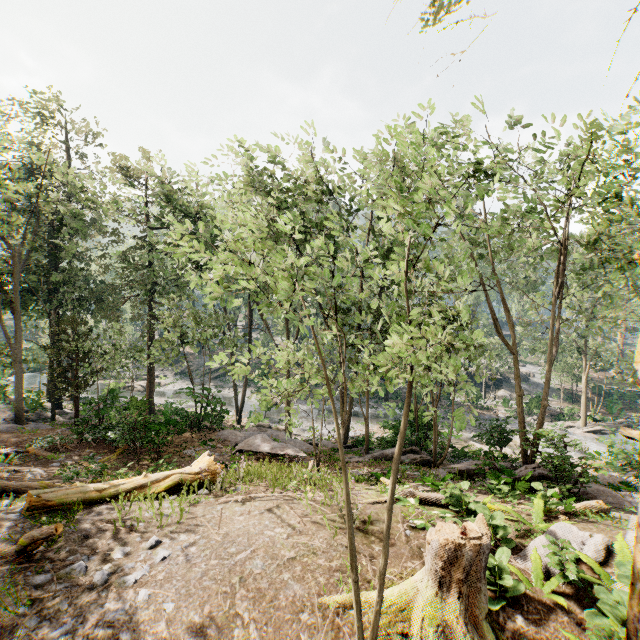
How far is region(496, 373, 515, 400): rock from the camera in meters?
42.7 m

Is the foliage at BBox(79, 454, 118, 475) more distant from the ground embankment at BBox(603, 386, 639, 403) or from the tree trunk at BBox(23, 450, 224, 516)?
the tree trunk at BBox(23, 450, 224, 516)

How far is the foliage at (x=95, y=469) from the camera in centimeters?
1027cm

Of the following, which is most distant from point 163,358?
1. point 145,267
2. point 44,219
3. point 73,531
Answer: point 44,219

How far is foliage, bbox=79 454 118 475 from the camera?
10.27m

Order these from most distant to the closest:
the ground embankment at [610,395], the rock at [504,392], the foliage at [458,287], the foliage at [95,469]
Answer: the rock at [504,392]
the ground embankment at [610,395]
the foliage at [95,469]
the foliage at [458,287]

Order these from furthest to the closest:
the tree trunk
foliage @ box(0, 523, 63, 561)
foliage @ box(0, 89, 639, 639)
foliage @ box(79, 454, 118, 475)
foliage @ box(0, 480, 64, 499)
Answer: foliage @ box(79, 454, 118, 475), foliage @ box(0, 480, 64, 499), the tree trunk, foliage @ box(0, 523, 63, 561), foliage @ box(0, 89, 639, 639)

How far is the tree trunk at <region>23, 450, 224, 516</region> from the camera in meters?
8.2
